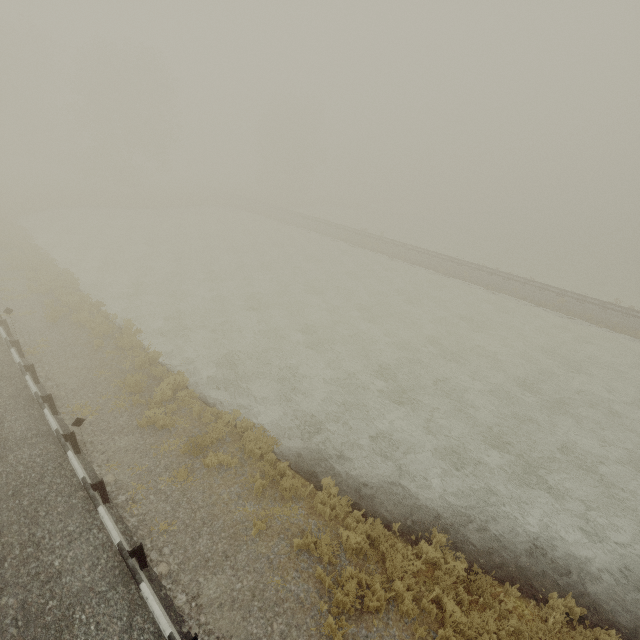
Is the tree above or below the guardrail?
above

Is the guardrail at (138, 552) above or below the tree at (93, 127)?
below

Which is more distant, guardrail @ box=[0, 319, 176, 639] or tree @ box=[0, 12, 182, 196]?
tree @ box=[0, 12, 182, 196]

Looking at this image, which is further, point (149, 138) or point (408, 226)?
point (408, 226)

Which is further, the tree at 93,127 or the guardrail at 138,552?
the tree at 93,127
